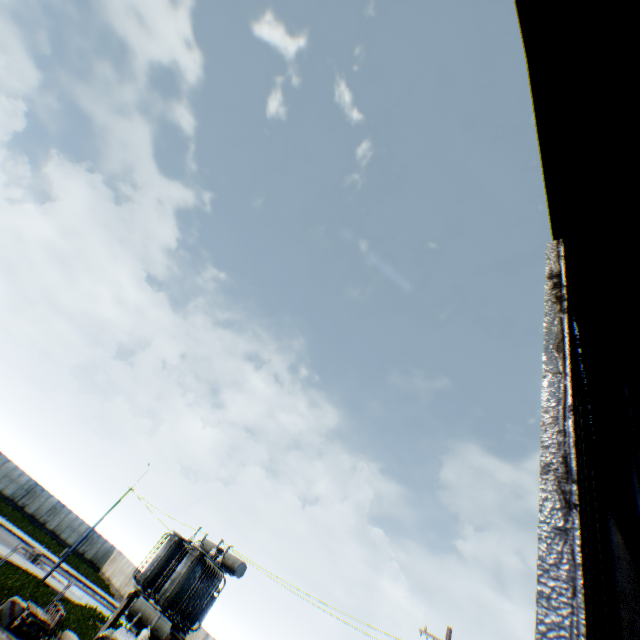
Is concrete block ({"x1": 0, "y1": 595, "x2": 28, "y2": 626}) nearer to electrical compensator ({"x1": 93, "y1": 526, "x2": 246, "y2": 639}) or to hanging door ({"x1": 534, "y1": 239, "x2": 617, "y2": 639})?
electrical compensator ({"x1": 93, "y1": 526, "x2": 246, "y2": 639})

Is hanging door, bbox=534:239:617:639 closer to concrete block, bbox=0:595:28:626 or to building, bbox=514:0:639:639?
building, bbox=514:0:639:639

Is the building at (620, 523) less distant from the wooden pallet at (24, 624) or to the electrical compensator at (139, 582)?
the electrical compensator at (139, 582)

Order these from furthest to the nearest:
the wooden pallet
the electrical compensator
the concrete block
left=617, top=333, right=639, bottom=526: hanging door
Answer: the wooden pallet < the concrete block < the electrical compensator < left=617, top=333, right=639, bottom=526: hanging door

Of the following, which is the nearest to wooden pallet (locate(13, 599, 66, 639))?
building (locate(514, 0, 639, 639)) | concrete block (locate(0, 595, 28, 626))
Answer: concrete block (locate(0, 595, 28, 626))

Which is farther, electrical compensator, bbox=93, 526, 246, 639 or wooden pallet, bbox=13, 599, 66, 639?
wooden pallet, bbox=13, 599, 66, 639

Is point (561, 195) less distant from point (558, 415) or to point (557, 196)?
point (557, 196)

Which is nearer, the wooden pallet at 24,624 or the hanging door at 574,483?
the hanging door at 574,483
